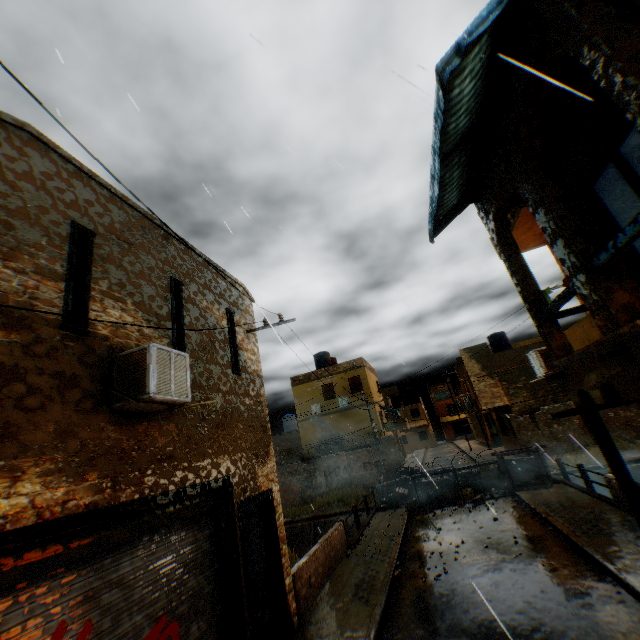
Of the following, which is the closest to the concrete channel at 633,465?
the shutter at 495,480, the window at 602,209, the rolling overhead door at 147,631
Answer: the rolling overhead door at 147,631

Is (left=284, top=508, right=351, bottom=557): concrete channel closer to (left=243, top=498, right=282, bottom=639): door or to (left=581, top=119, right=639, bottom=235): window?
(left=243, top=498, right=282, bottom=639): door

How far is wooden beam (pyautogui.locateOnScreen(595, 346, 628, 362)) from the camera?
4.3m

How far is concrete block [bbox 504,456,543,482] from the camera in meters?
14.9 m

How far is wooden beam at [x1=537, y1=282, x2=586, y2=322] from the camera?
5.32m

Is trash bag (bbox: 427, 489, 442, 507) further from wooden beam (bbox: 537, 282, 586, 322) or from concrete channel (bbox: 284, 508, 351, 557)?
wooden beam (bbox: 537, 282, 586, 322)

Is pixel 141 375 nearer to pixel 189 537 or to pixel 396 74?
pixel 189 537

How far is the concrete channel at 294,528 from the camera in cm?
1995
